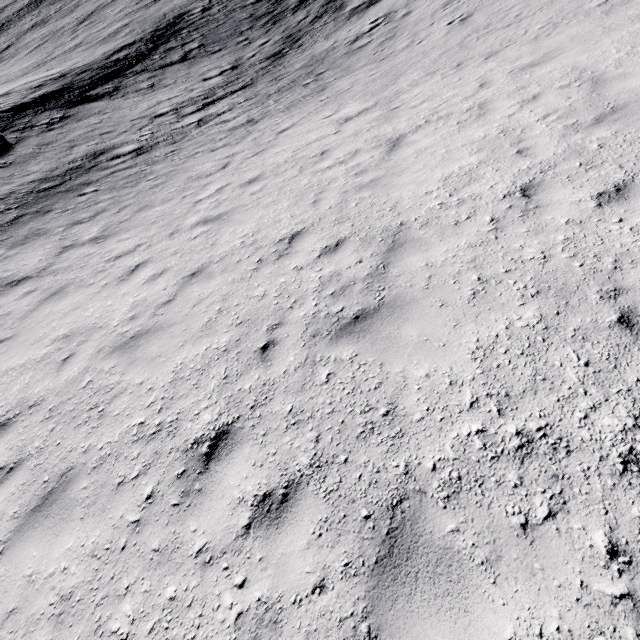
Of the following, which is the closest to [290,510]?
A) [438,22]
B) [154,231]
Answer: [154,231]
